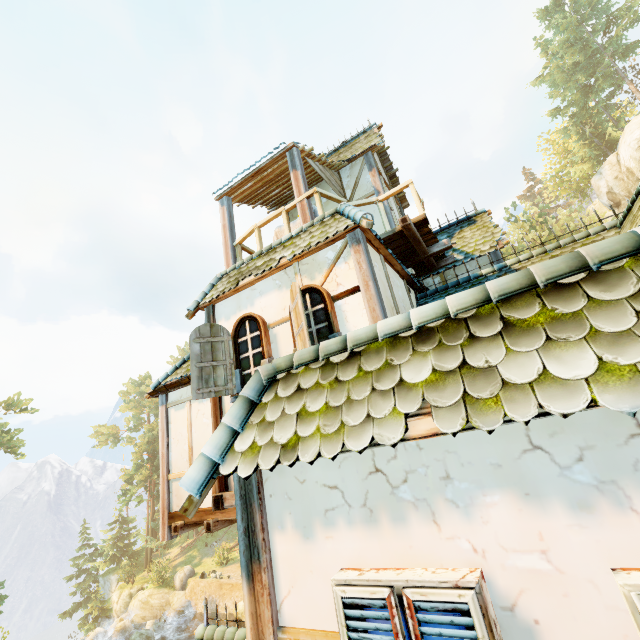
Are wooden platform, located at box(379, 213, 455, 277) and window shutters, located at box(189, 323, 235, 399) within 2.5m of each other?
no

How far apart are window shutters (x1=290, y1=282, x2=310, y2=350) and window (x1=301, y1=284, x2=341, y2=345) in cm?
3

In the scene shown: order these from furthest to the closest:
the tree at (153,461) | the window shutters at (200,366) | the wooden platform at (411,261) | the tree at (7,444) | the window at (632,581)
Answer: Result:
1. the tree at (153,461)
2. the tree at (7,444)
3. the wooden platform at (411,261)
4. the window shutters at (200,366)
5. the window at (632,581)

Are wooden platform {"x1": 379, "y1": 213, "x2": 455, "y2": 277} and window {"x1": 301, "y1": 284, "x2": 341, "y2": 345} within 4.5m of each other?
yes

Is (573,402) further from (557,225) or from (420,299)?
(557,225)

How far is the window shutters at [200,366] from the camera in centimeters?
560cm

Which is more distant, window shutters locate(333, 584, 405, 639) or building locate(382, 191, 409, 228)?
building locate(382, 191, 409, 228)

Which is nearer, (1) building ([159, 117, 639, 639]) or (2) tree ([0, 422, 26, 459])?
(1) building ([159, 117, 639, 639])
